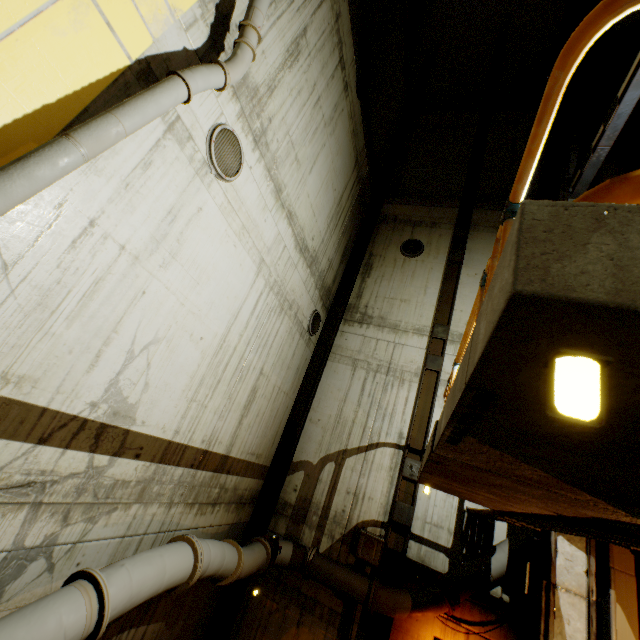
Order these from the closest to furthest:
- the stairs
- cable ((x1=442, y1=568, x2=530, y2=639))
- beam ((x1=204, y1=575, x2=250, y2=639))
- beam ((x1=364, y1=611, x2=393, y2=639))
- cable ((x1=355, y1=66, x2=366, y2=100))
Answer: the stairs < cable ((x1=442, y1=568, x2=530, y2=639)) < beam ((x1=364, y1=611, x2=393, y2=639)) < beam ((x1=204, y1=575, x2=250, y2=639)) < cable ((x1=355, y1=66, x2=366, y2=100))

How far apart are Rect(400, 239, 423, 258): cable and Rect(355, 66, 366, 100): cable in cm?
471

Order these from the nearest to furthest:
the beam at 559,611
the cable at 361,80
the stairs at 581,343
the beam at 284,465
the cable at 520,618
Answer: the stairs at 581,343, the beam at 559,611, the cable at 520,618, the beam at 284,465, the cable at 361,80

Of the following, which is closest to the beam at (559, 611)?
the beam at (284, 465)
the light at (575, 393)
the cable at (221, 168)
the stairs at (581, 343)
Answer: the stairs at (581, 343)

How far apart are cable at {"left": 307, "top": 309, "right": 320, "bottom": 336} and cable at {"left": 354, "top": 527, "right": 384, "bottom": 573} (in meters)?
5.15

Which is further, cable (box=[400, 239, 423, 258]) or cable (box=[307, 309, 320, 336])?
cable (box=[400, 239, 423, 258])

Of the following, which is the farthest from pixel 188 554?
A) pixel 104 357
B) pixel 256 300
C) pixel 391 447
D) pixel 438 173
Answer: pixel 438 173

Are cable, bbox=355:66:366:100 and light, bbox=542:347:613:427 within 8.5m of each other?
no
